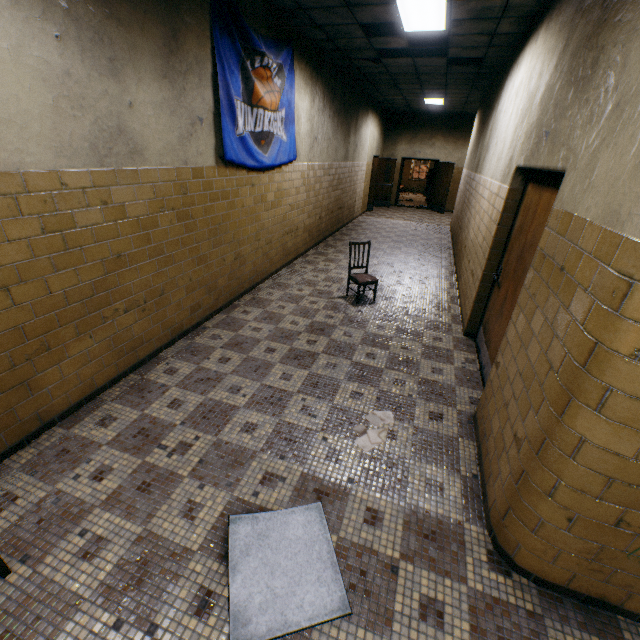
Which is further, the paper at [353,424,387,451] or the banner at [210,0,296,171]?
the banner at [210,0,296,171]

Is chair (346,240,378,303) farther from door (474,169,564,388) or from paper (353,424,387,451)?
paper (353,424,387,451)

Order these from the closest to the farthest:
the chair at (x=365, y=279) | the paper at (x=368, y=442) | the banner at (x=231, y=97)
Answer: the paper at (x=368, y=442) < the banner at (x=231, y=97) < the chair at (x=365, y=279)

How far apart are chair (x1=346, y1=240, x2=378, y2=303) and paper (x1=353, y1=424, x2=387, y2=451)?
2.5 meters

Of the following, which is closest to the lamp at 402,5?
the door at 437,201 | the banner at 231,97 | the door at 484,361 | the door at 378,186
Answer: the banner at 231,97

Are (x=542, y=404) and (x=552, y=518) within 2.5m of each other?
yes

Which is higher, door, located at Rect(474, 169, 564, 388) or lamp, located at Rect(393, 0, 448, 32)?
lamp, located at Rect(393, 0, 448, 32)
